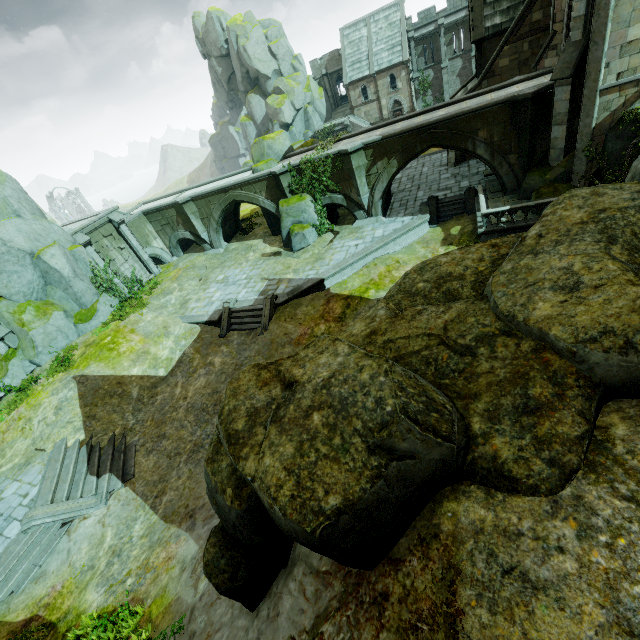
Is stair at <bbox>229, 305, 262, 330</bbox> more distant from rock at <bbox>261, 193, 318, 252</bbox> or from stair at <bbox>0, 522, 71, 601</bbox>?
stair at <bbox>0, 522, 71, 601</bbox>

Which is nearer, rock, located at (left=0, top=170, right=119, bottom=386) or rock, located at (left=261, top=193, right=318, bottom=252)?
rock, located at (left=0, top=170, right=119, bottom=386)

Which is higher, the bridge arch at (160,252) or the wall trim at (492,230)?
the bridge arch at (160,252)

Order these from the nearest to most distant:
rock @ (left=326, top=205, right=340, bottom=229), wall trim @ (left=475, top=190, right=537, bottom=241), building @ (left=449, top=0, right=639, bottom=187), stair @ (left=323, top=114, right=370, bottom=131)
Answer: building @ (left=449, top=0, right=639, bottom=187), wall trim @ (left=475, top=190, right=537, bottom=241), rock @ (left=326, top=205, right=340, bottom=229), stair @ (left=323, top=114, right=370, bottom=131)

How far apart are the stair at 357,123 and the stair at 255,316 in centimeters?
3834cm

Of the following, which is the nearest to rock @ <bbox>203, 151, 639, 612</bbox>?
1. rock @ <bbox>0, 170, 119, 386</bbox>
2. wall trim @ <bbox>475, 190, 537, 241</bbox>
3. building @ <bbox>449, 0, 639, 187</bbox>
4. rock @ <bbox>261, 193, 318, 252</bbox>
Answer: building @ <bbox>449, 0, 639, 187</bbox>

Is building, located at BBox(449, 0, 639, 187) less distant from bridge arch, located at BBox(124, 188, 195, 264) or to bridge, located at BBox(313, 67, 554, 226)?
bridge, located at BBox(313, 67, 554, 226)

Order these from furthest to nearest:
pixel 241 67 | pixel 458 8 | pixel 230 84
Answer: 1. pixel 230 84
2. pixel 241 67
3. pixel 458 8
